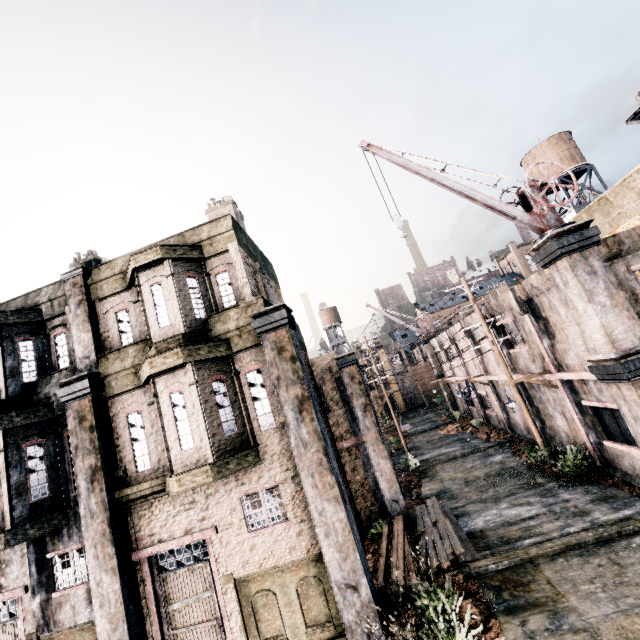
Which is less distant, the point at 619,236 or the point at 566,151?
the point at 619,236

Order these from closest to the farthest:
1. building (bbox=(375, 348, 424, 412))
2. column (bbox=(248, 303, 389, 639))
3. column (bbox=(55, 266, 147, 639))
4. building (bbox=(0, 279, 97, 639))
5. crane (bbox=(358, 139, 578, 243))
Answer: column (bbox=(248, 303, 389, 639)) < column (bbox=(55, 266, 147, 639)) < building (bbox=(0, 279, 97, 639)) < crane (bbox=(358, 139, 578, 243)) < building (bbox=(375, 348, 424, 412))

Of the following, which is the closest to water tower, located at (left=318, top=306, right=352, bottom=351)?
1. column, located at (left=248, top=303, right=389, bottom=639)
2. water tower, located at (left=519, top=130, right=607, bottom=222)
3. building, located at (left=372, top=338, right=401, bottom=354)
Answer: building, located at (left=372, top=338, right=401, bottom=354)

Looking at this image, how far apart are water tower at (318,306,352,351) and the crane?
42.4m

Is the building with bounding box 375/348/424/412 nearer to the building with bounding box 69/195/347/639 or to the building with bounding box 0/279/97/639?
the building with bounding box 69/195/347/639

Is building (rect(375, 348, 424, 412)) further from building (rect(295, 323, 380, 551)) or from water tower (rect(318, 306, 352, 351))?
building (rect(295, 323, 380, 551))

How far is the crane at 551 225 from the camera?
11.5 meters

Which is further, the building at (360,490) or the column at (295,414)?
the building at (360,490)
